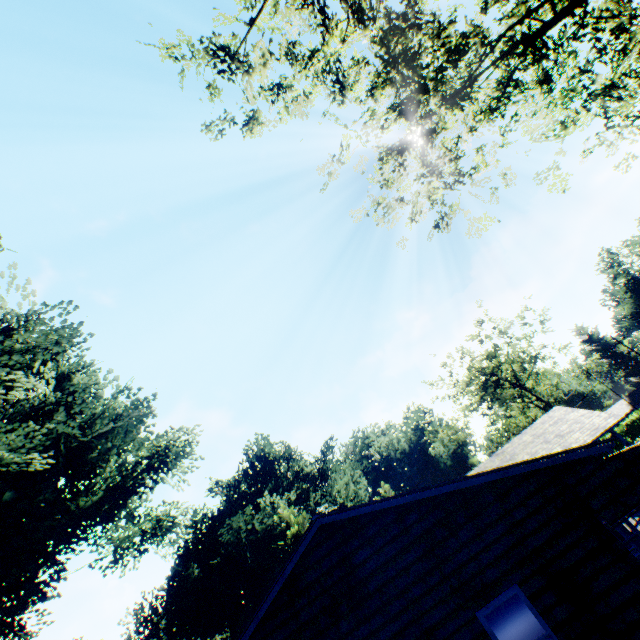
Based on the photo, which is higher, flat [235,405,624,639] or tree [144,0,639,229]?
tree [144,0,639,229]

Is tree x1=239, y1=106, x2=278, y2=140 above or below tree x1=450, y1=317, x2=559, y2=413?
above

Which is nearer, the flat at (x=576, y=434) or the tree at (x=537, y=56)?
the flat at (x=576, y=434)

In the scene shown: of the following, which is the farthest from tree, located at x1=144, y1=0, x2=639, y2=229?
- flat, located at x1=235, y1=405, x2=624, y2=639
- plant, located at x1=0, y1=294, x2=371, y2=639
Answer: flat, located at x1=235, y1=405, x2=624, y2=639

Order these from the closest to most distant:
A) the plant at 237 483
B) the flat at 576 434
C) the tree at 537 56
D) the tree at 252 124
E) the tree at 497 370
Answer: the flat at 576 434 → the tree at 537 56 → the tree at 252 124 → the plant at 237 483 → the tree at 497 370

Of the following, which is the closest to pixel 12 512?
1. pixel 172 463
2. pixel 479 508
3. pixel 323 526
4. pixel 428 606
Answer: pixel 172 463

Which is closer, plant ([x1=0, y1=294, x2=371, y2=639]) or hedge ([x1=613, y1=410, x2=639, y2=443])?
plant ([x1=0, y1=294, x2=371, y2=639])

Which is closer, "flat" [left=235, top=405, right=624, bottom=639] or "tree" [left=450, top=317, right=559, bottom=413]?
"flat" [left=235, top=405, right=624, bottom=639]
